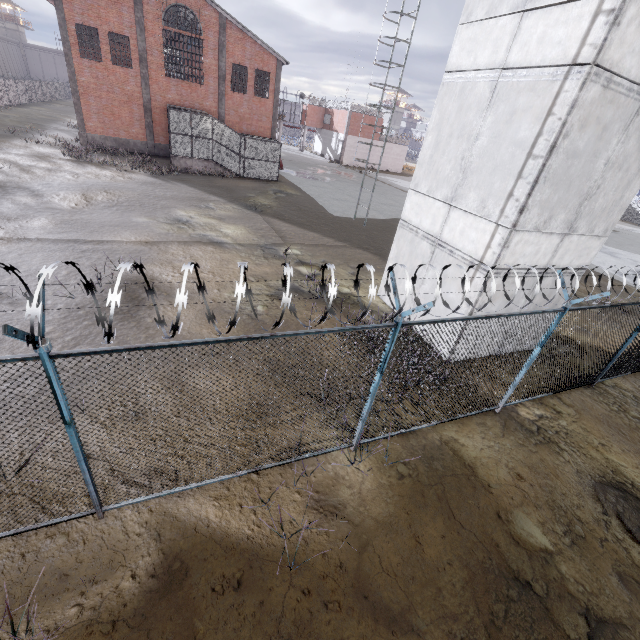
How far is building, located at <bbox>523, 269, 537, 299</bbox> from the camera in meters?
8.5 m

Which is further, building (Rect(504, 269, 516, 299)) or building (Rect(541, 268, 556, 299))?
building (Rect(541, 268, 556, 299))

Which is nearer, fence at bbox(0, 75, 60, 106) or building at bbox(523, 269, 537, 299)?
building at bbox(523, 269, 537, 299)

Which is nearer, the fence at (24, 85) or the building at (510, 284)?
the building at (510, 284)

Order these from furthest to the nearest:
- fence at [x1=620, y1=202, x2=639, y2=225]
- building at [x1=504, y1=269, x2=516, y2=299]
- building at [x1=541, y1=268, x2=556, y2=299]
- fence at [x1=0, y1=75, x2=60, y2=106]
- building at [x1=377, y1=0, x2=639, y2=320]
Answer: fence at [x1=620, y1=202, x2=639, y2=225] → fence at [x1=0, y1=75, x2=60, y2=106] → building at [x1=541, y1=268, x2=556, y2=299] → building at [x1=504, y1=269, x2=516, y2=299] → building at [x1=377, y1=0, x2=639, y2=320]

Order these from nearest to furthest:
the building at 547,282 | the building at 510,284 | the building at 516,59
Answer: →
the building at 516,59
the building at 510,284
the building at 547,282

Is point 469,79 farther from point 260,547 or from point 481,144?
point 260,547
